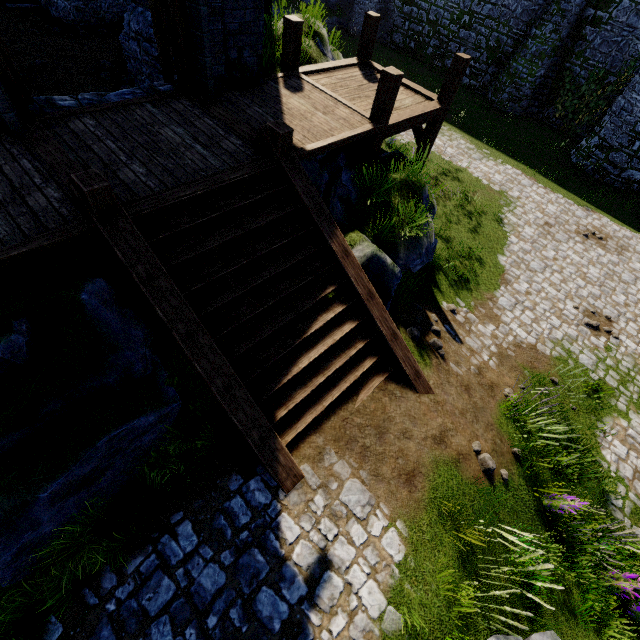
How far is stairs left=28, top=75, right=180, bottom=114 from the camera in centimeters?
546cm

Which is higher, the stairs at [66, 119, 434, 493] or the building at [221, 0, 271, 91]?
the building at [221, 0, 271, 91]

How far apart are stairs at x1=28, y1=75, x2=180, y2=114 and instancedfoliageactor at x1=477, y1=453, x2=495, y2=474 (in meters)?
9.18

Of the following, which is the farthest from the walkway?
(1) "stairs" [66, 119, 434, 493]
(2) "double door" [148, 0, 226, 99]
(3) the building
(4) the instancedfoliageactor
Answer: (4) the instancedfoliageactor

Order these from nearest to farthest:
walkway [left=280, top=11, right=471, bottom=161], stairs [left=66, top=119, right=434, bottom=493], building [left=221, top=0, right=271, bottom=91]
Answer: stairs [left=66, top=119, right=434, bottom=493] → building [left=221, top=0, right=271, bottom=91] → walkway [left=280, top=11, right=471, bottom=161]

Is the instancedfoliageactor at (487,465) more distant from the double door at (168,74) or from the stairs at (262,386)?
the double door at (168,74)

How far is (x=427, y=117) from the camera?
8.4m
